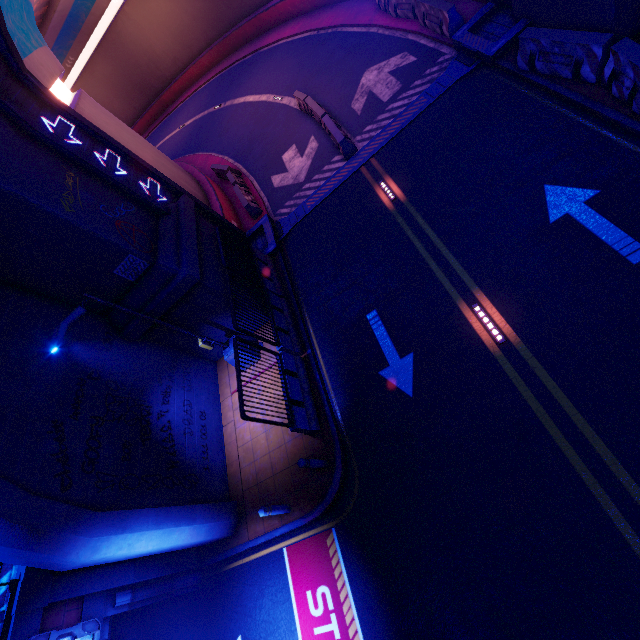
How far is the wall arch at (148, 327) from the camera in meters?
10.5

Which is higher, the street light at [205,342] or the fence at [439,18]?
the street light at [205,342]

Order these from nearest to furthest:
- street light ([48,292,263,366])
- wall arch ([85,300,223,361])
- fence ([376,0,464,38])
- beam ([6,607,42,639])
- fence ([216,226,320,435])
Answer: beam ([6,607,42,639])
street light ([48,292,263,366])
fence ([216,226,320,435])
wall arch ([85,300,223,361])
fence ([376,0,464,38])

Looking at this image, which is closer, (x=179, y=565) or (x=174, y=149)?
(x=179, y=565)

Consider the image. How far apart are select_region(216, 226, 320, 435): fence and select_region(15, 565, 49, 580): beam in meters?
5.8 m

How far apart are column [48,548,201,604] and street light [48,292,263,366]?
5.4m

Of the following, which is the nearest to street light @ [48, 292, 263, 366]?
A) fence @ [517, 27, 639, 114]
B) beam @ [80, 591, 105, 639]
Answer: beam @ [80, 591, 105, 639]

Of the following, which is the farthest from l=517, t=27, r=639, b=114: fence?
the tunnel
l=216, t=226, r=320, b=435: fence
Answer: l=216, t=226, r=320, b=435: fence
